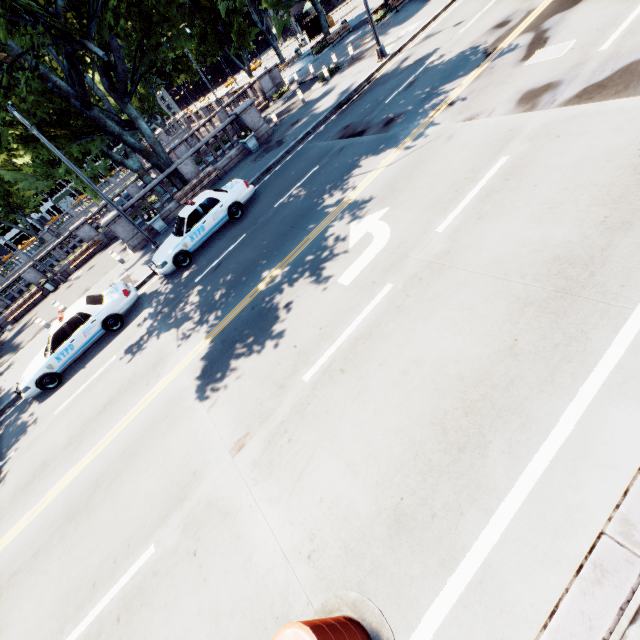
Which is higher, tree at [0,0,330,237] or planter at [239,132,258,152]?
tree at [0,0,330,237]

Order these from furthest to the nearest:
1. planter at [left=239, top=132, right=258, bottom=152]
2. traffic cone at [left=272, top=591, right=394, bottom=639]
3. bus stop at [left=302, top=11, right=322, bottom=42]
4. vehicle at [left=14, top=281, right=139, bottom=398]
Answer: bus stop at [left=302, top=11, right=322, bottom=42]
planter at [left=239, top=132, right=258, bottom=152]
vehicle at [left=14, top=281, right=139, bottom=398]
traffic cone at [left=272, top=591, right=394, bottom=639]

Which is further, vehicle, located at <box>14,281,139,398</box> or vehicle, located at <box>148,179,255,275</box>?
vehicle, located at <box>148,179,255,275</box>

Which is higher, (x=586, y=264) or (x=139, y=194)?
(x=139, y=194)

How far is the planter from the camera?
19.1m

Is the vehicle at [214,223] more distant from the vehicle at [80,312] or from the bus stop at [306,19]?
the bus stop at [306,19]

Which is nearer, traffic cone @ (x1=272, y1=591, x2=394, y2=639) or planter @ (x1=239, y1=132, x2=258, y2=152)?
traffic cone @ (x1=272, y1=591, x2=394, y2=639)
